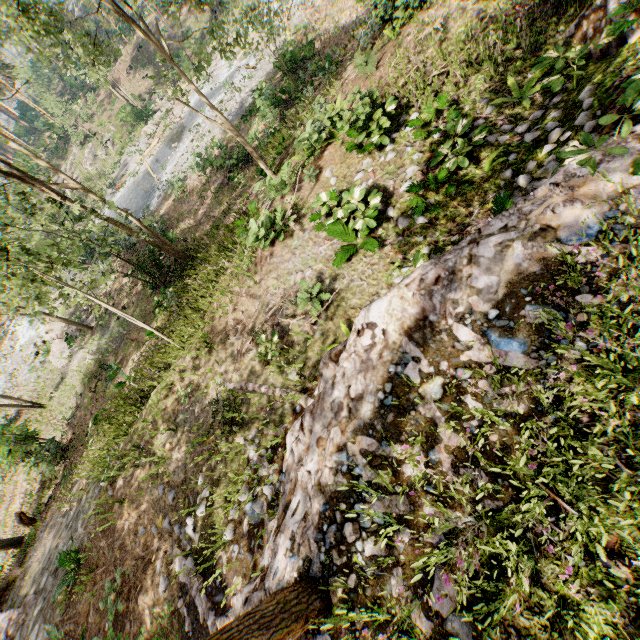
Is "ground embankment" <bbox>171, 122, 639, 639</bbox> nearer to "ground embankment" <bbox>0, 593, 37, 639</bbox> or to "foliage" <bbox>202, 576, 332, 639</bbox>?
"foliage" <bbox>202, 576, 332, 639</bbox>

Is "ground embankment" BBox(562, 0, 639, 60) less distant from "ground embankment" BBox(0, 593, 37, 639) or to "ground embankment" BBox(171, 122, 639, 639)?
"ground embankment" BBox(171, 122, 639, 639)

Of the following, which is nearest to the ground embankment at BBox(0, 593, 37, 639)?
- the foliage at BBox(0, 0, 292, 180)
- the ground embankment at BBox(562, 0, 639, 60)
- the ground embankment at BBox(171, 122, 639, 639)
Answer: the foliage at BBox(0, 0, 292, 180)

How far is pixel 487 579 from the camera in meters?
3.1 m

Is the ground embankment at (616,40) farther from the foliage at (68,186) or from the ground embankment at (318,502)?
the ground embankment at (318,502)

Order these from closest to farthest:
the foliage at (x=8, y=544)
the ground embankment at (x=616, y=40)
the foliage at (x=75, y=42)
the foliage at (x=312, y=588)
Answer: the foliage at (x=312, y=588) → the ground embankment at (x=616, y=40) → the foliage at (x=75, y=42) → the foliage at (x=8, y=544)

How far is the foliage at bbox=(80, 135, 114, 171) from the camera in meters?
36.7 m
